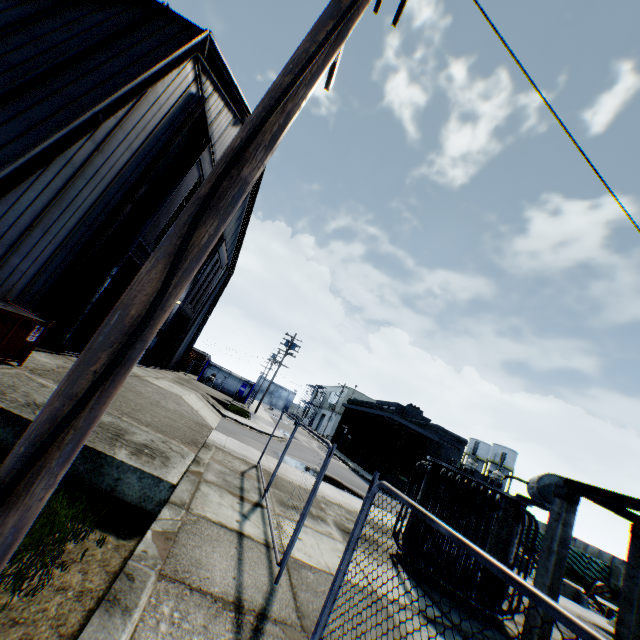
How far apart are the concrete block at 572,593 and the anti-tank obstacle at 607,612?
1.7 meters

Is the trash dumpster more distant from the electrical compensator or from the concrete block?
the concrete block

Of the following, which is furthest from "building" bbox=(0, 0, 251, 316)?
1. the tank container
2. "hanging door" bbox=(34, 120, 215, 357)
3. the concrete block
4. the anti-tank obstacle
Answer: the anti-tank obstacle

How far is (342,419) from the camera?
46.59m

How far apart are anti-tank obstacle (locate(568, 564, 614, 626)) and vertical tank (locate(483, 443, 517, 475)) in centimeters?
3954cm

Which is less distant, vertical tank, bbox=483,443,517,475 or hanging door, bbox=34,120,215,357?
hanging door, bbox=34,120,215,357

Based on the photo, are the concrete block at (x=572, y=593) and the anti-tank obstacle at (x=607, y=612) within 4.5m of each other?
yes

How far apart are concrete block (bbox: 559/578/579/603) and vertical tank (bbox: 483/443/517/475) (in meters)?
41.63
